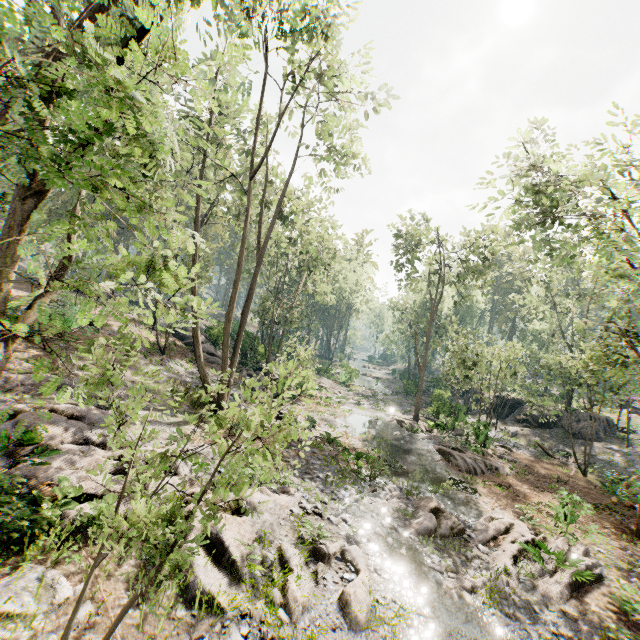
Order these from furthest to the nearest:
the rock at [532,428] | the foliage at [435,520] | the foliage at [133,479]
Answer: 1. the rock at [532,428]
2. the foliage at [435,520]
3. the foliage at [133,479]

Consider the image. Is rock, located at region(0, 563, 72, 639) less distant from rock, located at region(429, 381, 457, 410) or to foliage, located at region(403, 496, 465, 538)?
foliage, located at region(403, 496, 465, 538)

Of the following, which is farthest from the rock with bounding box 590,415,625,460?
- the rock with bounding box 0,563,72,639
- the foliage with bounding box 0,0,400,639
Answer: the rock with bounding box 0,563,72,639

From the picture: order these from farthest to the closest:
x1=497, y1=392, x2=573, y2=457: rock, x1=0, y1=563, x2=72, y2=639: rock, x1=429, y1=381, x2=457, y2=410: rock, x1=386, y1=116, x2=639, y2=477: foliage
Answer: x1=429, y1=381, x2=457, y2=410: rock → x1=497, y1=392, x2=573, y2=457: rock → x1=386, y1=116, x2=639, y2=477: foliage → x1=0, y1=563, x2=72, y2=639: rock

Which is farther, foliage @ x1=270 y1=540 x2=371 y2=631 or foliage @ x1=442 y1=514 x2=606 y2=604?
foliage @ x1=442 y1=514 x2=606 y2=604

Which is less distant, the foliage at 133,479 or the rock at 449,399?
the foliage at 133,479

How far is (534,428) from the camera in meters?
31.0

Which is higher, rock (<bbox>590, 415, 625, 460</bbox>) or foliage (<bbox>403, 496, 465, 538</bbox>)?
rock (<bbox>590, 415, 625, 460</bbox>)
